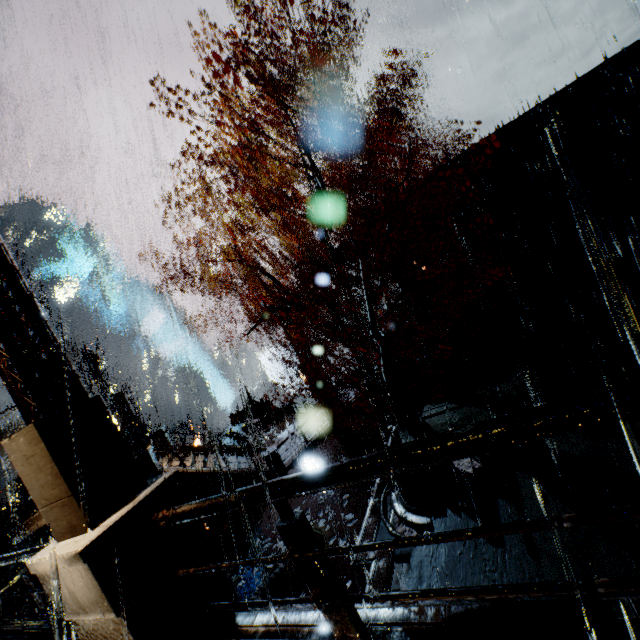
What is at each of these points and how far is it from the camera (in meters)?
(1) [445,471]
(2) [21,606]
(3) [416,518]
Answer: (1) tree, 9.84
(2) building, 11.80
(3) building vent, 9.24

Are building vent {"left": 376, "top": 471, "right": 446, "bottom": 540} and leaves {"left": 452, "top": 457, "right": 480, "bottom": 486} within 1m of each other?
yes

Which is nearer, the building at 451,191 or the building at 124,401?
the building at 451,191

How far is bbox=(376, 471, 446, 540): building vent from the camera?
9.0 meters

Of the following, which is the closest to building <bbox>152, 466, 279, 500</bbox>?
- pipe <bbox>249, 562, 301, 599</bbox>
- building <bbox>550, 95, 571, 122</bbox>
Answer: building <bbox>550, 95, 571, 122</bbox>

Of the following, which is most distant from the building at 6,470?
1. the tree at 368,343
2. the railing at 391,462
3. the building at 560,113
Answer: the tree at 368,343

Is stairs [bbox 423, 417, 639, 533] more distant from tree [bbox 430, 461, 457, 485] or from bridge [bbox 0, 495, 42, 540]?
bridge [bbox 0, 495, 42, 540]

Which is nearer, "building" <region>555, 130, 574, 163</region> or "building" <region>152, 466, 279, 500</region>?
"building" <region>555, 130, 574, 163</region>
